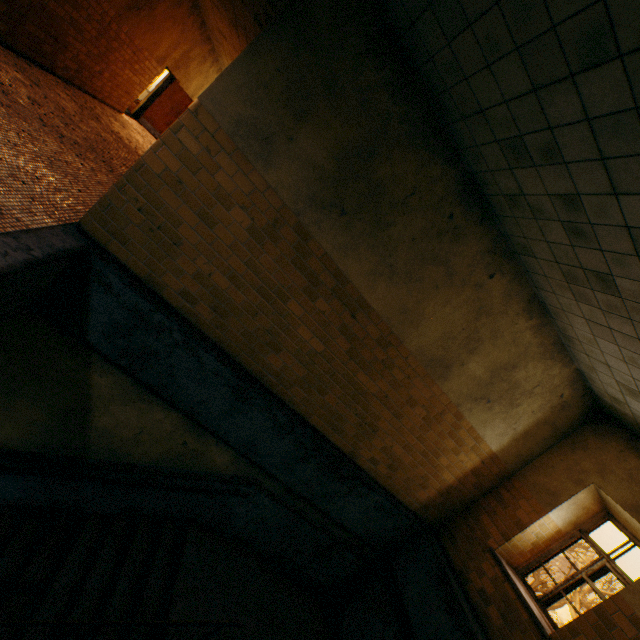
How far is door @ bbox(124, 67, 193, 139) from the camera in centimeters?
1205cm

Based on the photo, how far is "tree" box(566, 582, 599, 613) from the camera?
22.7m

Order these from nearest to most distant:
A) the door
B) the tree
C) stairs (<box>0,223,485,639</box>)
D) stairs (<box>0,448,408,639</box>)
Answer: stairs (<box>0,223,485,639</box>)
stairs (<box>0,448,408,639</box>)
the door
the tree

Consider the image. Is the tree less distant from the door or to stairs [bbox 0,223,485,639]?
stairs [bbox 0,223,485,639]

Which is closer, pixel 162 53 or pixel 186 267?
pixel 186 267

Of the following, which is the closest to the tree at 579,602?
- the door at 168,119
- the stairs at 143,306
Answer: the stairs at 143,306

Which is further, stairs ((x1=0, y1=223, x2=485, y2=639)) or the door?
the door

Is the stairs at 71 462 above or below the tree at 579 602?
below
